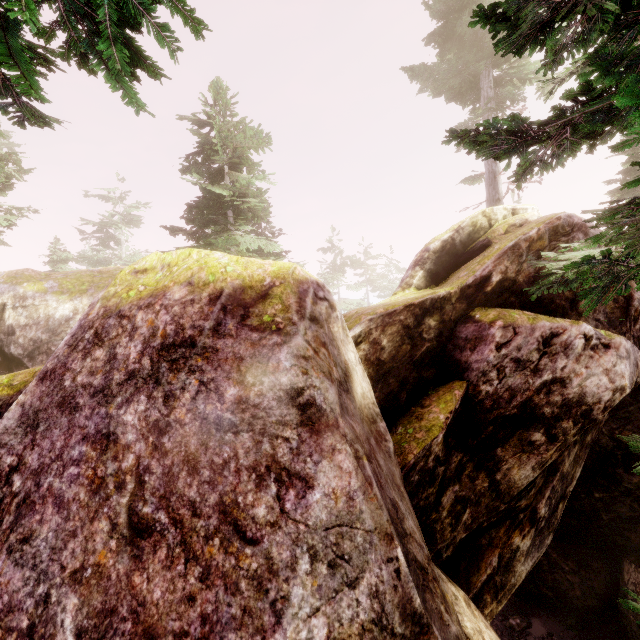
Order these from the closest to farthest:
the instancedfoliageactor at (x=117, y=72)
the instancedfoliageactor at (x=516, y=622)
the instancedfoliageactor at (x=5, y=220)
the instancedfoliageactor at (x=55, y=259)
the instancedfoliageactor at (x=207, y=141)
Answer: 1. the instancedfoliageactor at (x=117, y=72)
2. the instancedfoliageactor at (x=207, y=141)
3. the instancedfoliageactor at (x=5, y=220)
4. the instancedfoliageactor at (x=516, y=622)
5. the instancedfoliageactor at (x=55, y=259)

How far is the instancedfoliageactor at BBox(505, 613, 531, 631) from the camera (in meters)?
13.79

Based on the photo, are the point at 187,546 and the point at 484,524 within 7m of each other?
yes

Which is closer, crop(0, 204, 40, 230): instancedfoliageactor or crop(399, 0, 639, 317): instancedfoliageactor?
crop(399, 0, 639, 317): instancedfoliageactor

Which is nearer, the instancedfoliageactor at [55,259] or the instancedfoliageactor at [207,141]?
the instancedfoliageactor at [207,141]

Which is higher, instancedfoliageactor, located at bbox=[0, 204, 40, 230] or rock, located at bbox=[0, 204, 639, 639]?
instancedfoliageactor, located at bbox=[0, 204, 40, 230]

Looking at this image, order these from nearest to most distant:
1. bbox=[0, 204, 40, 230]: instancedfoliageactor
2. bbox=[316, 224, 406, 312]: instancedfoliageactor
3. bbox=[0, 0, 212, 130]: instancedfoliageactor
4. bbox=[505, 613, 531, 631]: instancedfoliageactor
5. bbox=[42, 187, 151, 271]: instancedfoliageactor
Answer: bbox=[0, 0, 212, 130]: instancedfoliageactor
bbox=[0, 204, 40, 230]: instancedfoliageactor
bbox=[505, 613, 531, 631]: instancedfoliageactor
bbox=[42, 187, 151, 271]: instancedfoliageactor
bbox=[316, 224, 406, 312]: instancedfoliageactor
